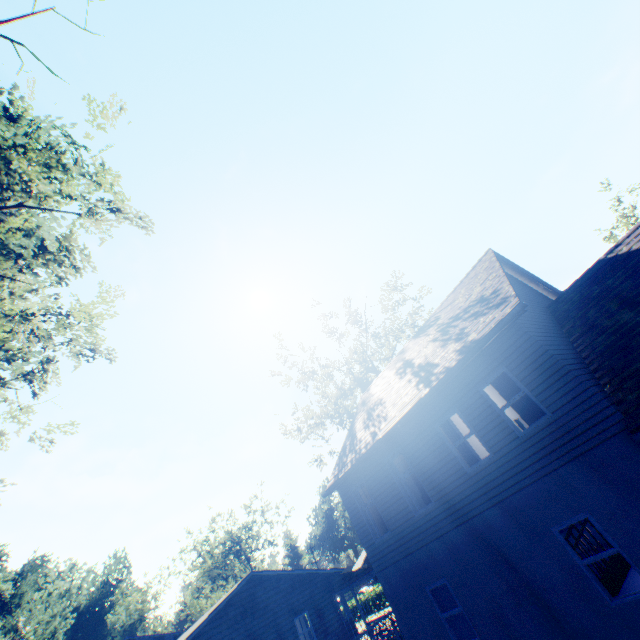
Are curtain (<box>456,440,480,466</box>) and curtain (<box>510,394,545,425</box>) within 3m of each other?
yes

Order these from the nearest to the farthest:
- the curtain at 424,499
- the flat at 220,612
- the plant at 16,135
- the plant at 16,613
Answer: the plant at 16,135
the curtain at 424,499
the flat at 220,612
the plant at 16,613

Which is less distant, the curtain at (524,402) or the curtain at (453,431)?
the curtain at (524,402)

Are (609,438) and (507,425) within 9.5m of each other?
yes

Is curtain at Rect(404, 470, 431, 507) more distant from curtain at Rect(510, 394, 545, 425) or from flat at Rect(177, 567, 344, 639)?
flat at Rect(177, 567, 344, 639)

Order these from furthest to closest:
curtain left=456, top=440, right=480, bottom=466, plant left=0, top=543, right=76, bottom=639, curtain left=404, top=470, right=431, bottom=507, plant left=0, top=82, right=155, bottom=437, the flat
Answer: plant left=0, top=543, right=76, bottom=639 → the flat → curtain left=404, top=470, right=431, bottom=507 → curtain left=456, top=440, right=480, bottom=466 → plant left=0, top=82, right=155, bottom=437

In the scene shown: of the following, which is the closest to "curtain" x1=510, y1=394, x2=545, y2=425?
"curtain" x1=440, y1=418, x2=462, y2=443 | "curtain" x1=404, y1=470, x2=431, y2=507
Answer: "curtain" x1=440, y1=418, x2=462, y2=443

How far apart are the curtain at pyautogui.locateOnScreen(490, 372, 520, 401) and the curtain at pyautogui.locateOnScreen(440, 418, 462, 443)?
1.9 meters
